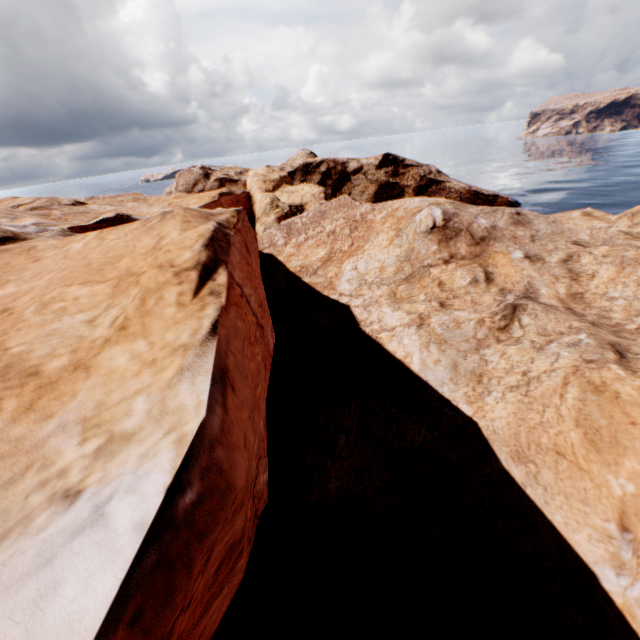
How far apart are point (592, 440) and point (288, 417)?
10.0 meters
